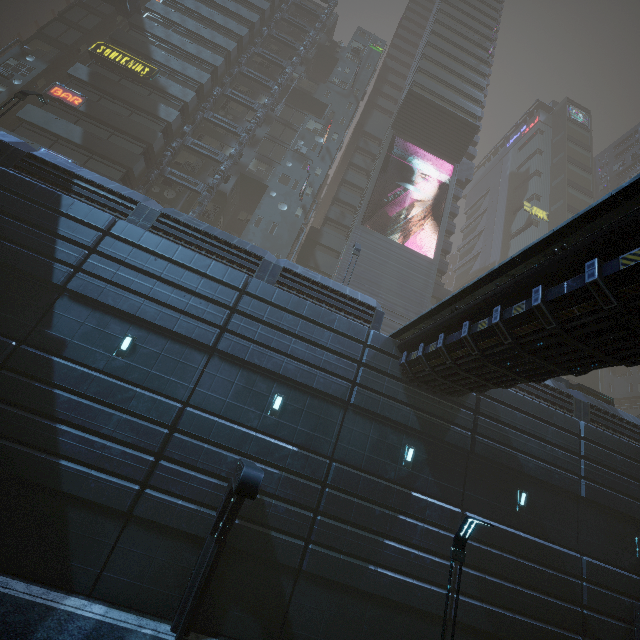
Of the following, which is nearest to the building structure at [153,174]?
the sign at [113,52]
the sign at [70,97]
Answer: the sign at [113,52]

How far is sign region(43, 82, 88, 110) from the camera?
25.4m

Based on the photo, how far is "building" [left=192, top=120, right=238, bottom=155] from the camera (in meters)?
31.67

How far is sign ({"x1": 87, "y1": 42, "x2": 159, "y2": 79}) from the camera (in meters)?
27.78

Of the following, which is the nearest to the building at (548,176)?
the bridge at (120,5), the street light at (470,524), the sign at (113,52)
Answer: the sign at (113,52)

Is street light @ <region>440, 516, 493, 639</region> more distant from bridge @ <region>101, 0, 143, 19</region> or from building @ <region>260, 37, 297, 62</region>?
bridge @ <region>101, 0, 143, 19</region>

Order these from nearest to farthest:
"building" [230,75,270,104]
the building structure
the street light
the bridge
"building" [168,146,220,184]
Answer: the street light, the building structure, "building" [168,146,220,184], the bridge, "building" [230,75,270,104]

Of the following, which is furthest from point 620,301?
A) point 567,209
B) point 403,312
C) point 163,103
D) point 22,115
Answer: point 567,209
